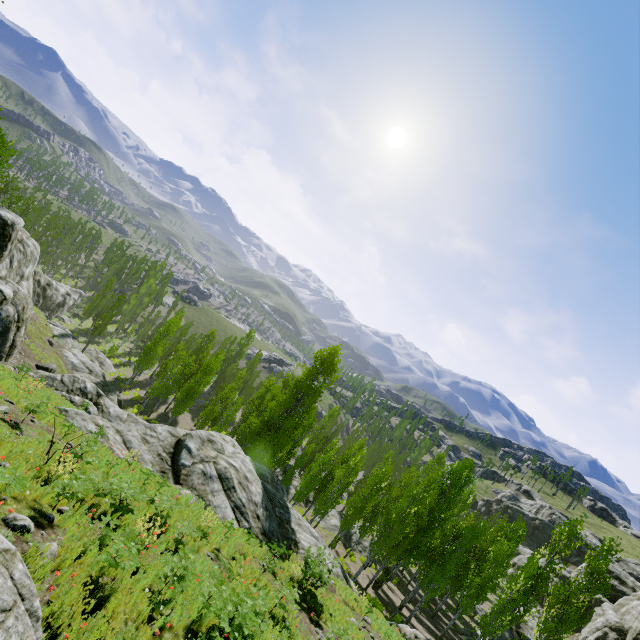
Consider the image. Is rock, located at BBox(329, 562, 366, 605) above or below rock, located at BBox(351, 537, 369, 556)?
above

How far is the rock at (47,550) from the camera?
5.5 meters

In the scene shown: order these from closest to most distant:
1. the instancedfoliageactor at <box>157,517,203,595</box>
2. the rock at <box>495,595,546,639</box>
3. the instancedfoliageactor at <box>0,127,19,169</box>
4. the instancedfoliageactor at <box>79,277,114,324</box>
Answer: the instancedfoliageactor at <box>157,517,203,595</box> < the instancedfoliageactor at <box>0,127,19,169</box> < the rock at <box>495,595,546,639</box> < the instancedfoliageactor at <box>79,277,114,324</box>

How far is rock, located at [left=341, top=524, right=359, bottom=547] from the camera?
34.6 meters

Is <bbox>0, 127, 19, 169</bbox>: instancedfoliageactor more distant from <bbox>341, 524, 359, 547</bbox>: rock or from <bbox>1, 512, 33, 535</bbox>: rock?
<bbox>1, 512, 33, 535</bbox>: rock

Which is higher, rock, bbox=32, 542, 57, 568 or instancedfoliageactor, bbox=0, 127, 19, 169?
instancedfoliageactor, bbox=0, 127, 19, 169

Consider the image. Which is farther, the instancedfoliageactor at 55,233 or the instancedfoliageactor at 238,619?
the instancedfoliageactor at 55,233

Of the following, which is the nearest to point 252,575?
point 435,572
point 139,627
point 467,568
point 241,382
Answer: point 139,627
